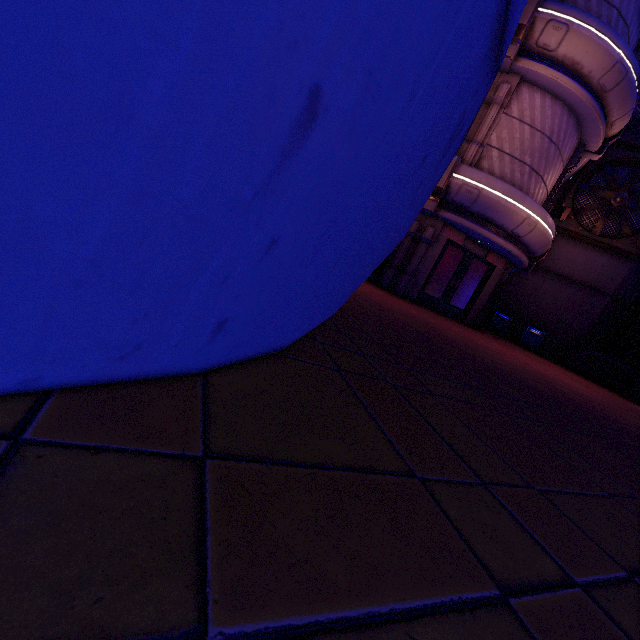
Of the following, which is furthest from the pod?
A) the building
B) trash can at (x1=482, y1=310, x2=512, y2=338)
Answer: the building

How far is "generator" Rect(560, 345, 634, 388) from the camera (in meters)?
14.74

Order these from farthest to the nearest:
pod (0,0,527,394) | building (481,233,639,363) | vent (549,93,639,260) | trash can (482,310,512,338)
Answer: trash can (482,310,512,338), building (481,233,639,363), vent (549,93,639,260), pod (0,0,527,394)

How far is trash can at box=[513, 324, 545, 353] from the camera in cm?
1622

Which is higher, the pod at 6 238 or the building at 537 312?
the building at 537 312

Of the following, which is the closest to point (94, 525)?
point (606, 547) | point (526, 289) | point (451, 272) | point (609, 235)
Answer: point (606, 547)

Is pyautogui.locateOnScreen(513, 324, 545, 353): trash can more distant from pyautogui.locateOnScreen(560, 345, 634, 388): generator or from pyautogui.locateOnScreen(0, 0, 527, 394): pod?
pyautogui.locateOnScreen(0, 0, 527, 394): pod

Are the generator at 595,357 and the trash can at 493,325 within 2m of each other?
no
